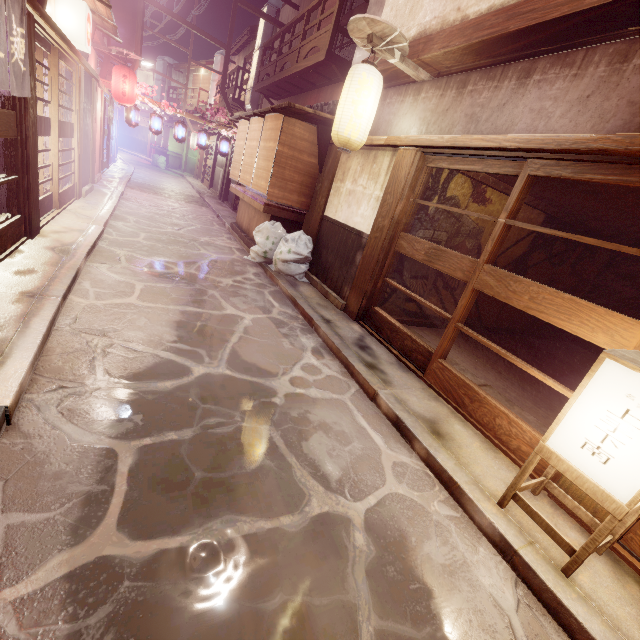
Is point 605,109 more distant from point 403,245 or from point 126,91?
point 126,91

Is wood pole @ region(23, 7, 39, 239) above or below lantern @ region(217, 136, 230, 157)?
below

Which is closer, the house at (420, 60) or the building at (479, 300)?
the house at (420, 60)

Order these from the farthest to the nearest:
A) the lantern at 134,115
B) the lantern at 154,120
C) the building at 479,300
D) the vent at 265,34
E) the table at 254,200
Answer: the vent at 265,34, the lantern at 154,120, the lantern at 134,115, the table at 254,200, the building at 479,300

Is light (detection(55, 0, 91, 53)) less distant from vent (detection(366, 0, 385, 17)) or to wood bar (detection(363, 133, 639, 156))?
wood bar (detection(363, 133, 639, 156))

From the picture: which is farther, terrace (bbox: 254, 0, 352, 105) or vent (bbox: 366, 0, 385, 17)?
terrace (bbox: 254, 0, 352, 105)

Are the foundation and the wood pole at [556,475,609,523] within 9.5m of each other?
yes

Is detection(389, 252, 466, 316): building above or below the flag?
below
